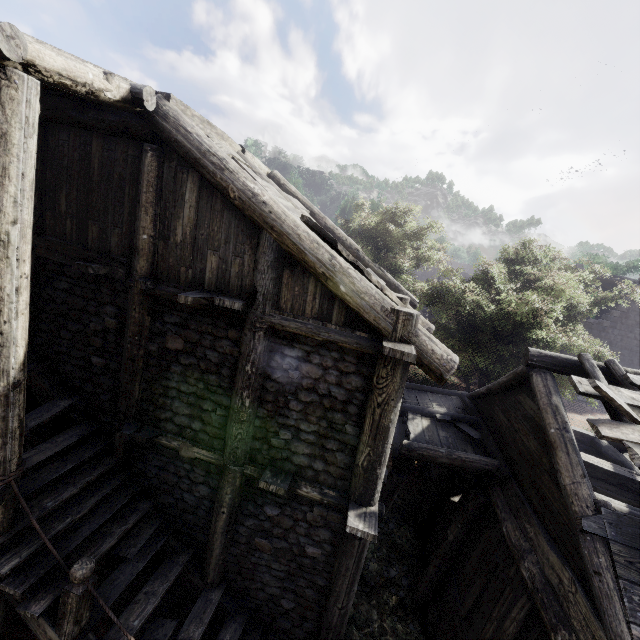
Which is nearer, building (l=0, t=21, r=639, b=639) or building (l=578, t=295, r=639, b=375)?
building (l=0, t=21, r=639, b=639)

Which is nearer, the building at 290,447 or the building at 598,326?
the building at 290,447

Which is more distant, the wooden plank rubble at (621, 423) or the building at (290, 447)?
the wooden plank rubble at (621, 423)

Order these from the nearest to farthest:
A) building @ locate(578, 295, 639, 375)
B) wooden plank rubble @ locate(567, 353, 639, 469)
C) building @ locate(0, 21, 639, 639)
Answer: building @ locate(0, 21, 639, 639)
wooden plank rubble @ locate(567, 353, 639, 469)
building @ locate(578, 295, 639, 375)

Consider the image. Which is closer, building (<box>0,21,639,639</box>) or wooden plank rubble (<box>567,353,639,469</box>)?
building (<box>0,21,639,639</box>)

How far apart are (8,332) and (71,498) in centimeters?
504cm
